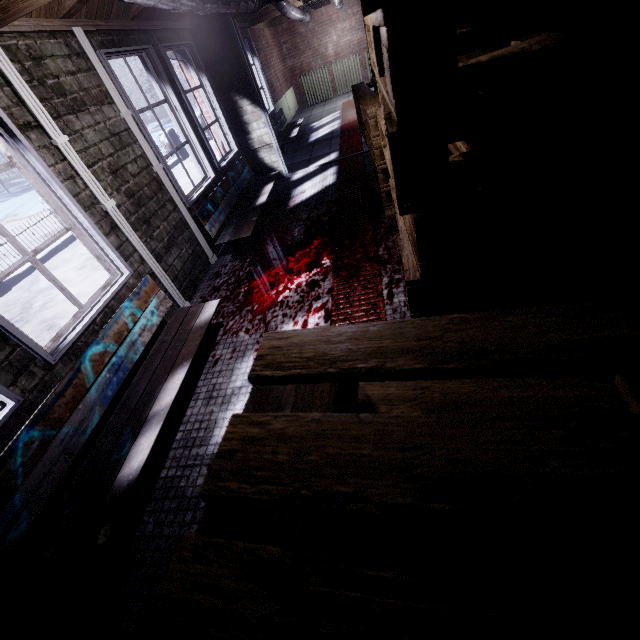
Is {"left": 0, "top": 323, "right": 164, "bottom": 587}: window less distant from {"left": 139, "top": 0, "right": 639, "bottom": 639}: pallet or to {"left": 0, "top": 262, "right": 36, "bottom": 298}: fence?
{"left": 139, "top": 0, "right": 639, "bottom": 639}: pallet

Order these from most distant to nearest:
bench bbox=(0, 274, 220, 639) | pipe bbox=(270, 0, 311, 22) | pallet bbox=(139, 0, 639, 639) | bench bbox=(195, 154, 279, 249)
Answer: pipe bbox=(270, 0, 311, 22) → bench bbox=(195, 154, 279, 249) → bench bbox=(0, 274, 220, 639) → pallet bbox=(139, 0, 639, 639)

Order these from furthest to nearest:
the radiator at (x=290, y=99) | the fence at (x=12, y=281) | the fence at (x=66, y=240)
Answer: the radiator at (x=290, y=99) < the fence at (x=66, y=240) < the fence at (x=12, y=281)

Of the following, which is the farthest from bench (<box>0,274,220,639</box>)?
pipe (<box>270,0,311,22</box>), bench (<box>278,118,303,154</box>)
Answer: bench (<box>278,118,303,154</box>)

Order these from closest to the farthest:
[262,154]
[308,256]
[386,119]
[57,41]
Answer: [386,119]
[57,41]
[308,256]
[262,154]

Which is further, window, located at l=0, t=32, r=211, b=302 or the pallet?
window, located at l=0, t=32, r=211, b=302

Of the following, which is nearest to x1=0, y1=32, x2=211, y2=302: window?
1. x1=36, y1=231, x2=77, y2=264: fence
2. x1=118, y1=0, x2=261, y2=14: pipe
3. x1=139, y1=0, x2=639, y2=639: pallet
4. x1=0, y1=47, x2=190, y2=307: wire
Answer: x1=0, y1=47, x2=190, y2=307: wire

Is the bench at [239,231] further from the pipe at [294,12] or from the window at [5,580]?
the pipe at [294,12]
